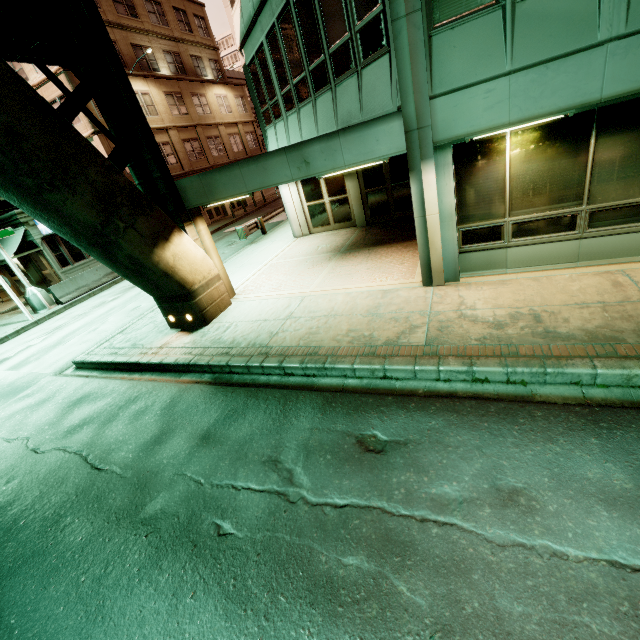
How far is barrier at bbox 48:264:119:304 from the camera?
16.53m

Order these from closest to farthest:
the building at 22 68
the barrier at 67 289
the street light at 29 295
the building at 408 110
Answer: the building at 408 110 < the street light at 29 295 < the barrier at 67 289 < the building at 22 68

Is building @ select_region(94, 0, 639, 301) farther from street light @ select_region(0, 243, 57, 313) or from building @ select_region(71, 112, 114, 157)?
building @ select_region(71, 112, 114, 157)

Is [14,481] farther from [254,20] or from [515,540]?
[254,20]

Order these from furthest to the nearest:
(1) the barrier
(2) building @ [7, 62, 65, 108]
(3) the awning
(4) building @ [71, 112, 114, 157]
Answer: (4) building @ [71, 112, 114, 157] < (2) building @ [7, 62, 65, 108] < (3) the awning < (1) the barrier

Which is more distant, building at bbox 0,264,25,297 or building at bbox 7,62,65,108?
building at bbox 0,264,25,297

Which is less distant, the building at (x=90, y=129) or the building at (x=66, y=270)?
the building at (x=66, y=270)

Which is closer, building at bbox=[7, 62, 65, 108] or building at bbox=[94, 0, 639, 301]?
building at bbox=[94, 0, 639, 301]
